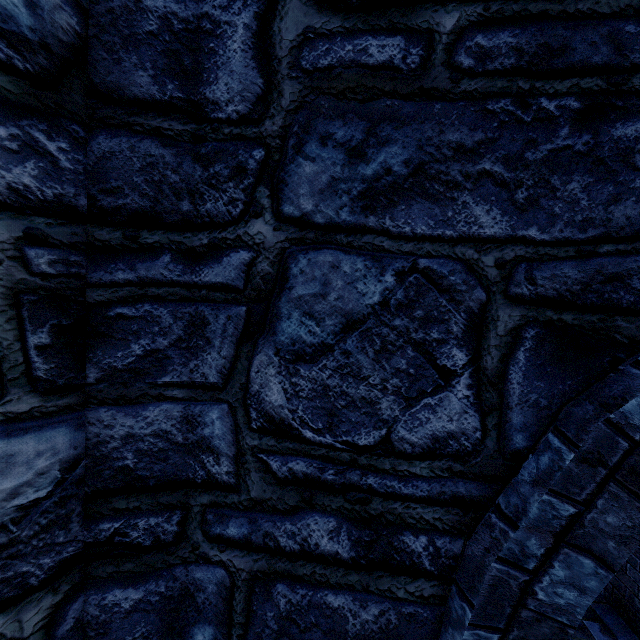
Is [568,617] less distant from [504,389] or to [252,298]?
[504,389]
